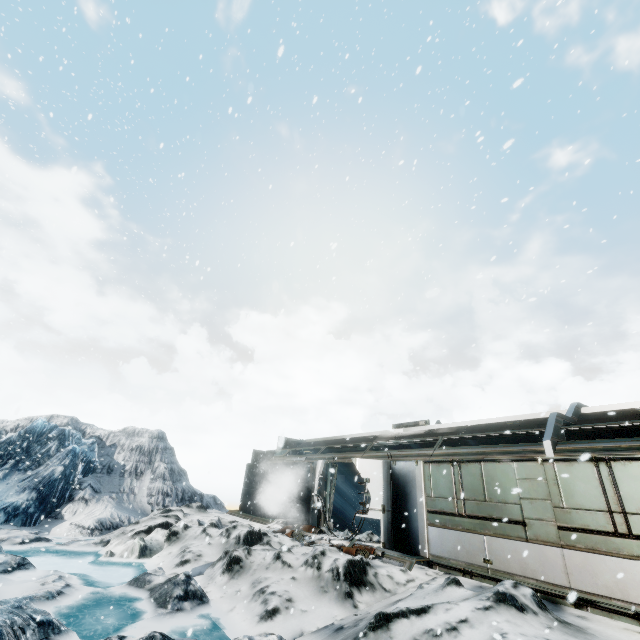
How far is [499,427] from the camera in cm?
1148
